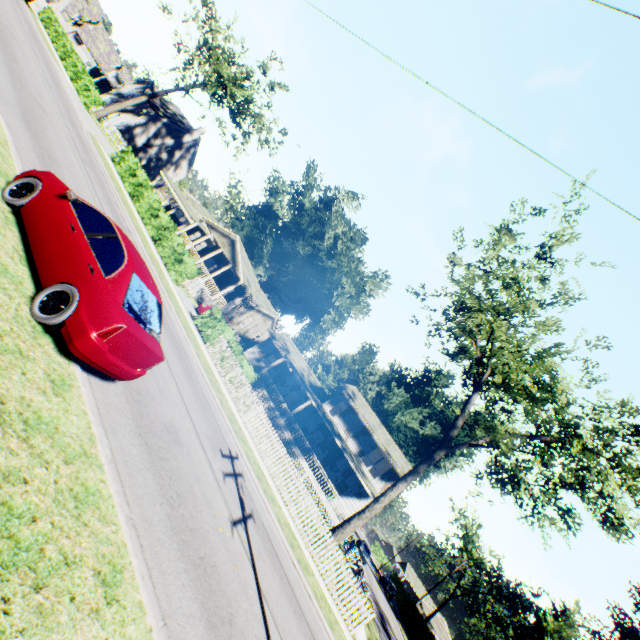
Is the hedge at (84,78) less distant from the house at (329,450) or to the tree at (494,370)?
the house at (329,450)

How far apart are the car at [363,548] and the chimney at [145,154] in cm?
6048

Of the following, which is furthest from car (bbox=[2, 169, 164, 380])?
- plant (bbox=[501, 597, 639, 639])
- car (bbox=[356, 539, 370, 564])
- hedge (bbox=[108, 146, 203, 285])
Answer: plant (bbox=[501, 597, 639, 639])

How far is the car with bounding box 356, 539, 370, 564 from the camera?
38.0m

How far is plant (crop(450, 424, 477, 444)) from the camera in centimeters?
4473cm

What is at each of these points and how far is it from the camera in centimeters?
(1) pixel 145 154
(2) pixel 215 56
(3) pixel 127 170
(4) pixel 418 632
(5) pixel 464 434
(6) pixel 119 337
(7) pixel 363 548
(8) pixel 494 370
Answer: (1) chimney, 4794cm
(2) tree, 4109cm
(3) hedge, 2555cm
(4) hedge, 4194cm
(5) plant, 4625cm
(6) car, 516cm
(7) car, 3881cm
(8) tree, 2161cm

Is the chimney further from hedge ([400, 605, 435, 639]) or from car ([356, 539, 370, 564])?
hedge ([400, 605, 435, 639])

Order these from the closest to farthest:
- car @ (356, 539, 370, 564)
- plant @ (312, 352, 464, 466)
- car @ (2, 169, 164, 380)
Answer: car @ (2, 169, 164, 380) < car @ (356, 539, 370, 564) < plant @ (312, 352, 464, 466)
